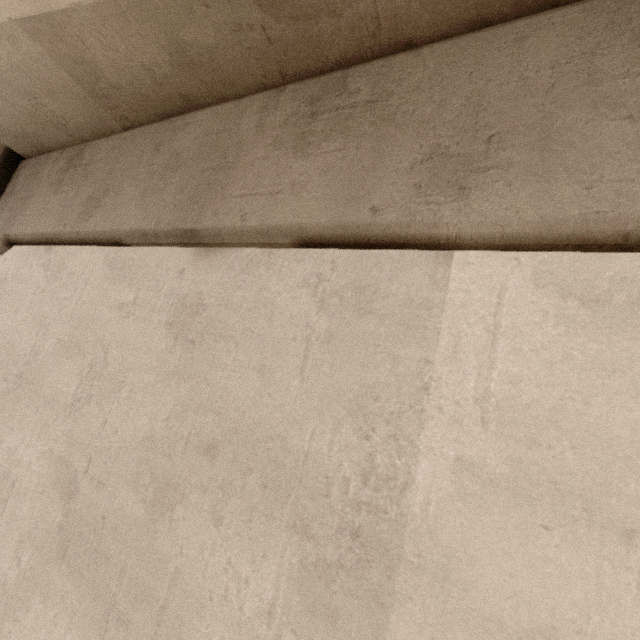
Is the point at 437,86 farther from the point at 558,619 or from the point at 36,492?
the point at 36,492
